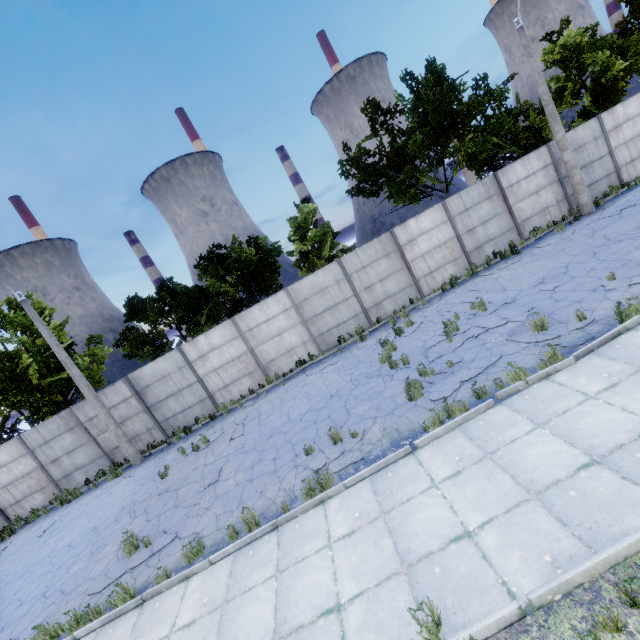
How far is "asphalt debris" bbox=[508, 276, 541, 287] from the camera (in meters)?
10.66

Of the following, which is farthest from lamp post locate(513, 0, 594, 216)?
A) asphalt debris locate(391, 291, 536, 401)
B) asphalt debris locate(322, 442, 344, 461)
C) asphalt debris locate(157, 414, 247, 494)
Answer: asphalt debris locate(157, 414, 247, 494)

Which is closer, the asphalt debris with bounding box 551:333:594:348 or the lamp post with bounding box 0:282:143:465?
the asphalt debris with bounding box 551:333:594:348

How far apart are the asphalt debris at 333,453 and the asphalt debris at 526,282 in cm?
752

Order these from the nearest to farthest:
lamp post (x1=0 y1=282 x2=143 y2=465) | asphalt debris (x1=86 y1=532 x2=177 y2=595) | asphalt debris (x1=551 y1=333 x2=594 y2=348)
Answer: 1. asphalt debris (x1=551 y1=333 x2=594 y2=348)
2. asphalt debris (x1=86 y1=532 x2=177 y2=595)
3. lamp post (x1=0 y1=282 x2=143 y2=465)

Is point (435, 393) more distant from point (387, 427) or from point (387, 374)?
point (387, 374)

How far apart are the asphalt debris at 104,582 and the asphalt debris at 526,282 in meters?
12.5 m

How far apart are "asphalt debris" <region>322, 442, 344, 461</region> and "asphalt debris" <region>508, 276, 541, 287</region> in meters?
7.5 m
